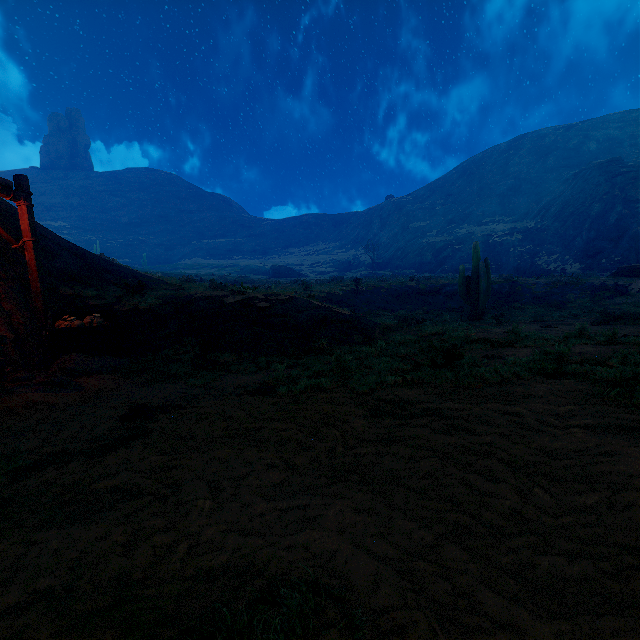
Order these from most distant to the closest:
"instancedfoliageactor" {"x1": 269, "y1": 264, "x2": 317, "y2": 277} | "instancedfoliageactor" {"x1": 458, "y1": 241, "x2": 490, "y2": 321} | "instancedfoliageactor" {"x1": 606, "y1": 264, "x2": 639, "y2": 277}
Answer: "instancedfoliageactor" {"x1": 269, "y1": 264, "x2": 317, "y2": 277} < "instancedfoliageactor" {"x1": 606, "y1": 264, "x2": 639, "y2": 277} < "instancedfoliageactor" {"x1": 458, "y1": 241, "x2": 490, "y2": 321}

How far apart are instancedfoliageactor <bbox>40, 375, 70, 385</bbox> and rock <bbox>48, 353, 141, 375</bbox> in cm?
34

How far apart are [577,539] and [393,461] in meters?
1.1 m

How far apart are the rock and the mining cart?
0.0 meters

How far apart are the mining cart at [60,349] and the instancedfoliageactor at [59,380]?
0.9m

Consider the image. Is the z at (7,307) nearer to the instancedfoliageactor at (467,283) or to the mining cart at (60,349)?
the mining cart at (60,349)

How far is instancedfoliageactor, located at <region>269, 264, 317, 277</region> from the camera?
55.25m

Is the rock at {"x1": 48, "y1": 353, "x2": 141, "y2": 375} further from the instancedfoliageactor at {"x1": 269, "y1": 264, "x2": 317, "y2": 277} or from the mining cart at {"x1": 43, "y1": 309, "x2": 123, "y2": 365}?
the instancedfoliageactor at {"x1": 269, "y1": 264, "x2": 317, "y2": 277}
